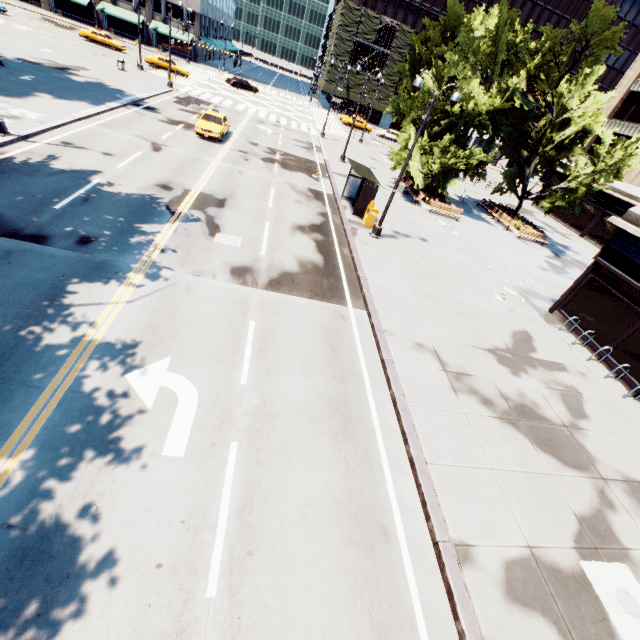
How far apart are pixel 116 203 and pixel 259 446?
12.0m

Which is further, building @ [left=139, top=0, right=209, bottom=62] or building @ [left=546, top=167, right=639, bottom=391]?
building @ [left=139, top=0, right=209, bottom=62]

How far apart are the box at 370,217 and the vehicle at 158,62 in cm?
4041

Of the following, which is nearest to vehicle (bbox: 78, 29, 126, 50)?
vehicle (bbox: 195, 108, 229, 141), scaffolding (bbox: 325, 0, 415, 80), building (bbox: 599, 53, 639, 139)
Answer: vehicle (bbox: 195, 108, 229, 141)

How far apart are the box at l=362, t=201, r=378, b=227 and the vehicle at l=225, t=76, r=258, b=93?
43.9m

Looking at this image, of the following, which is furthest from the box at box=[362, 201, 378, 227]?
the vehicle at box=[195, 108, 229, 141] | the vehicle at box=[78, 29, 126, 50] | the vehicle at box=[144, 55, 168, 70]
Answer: the vehicle at box=[78, 29, 126, 50]

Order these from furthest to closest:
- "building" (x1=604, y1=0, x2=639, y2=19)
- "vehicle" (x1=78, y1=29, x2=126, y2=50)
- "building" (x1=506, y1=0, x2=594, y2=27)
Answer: "building" (x1=604, y1=0, x2=639, y2=19), "building" (x1=506, y1=0, x2=594, y2=27), "vehicle" (x1=78, y1=29, x2=126, y2=50)

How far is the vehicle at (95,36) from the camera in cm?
4197
